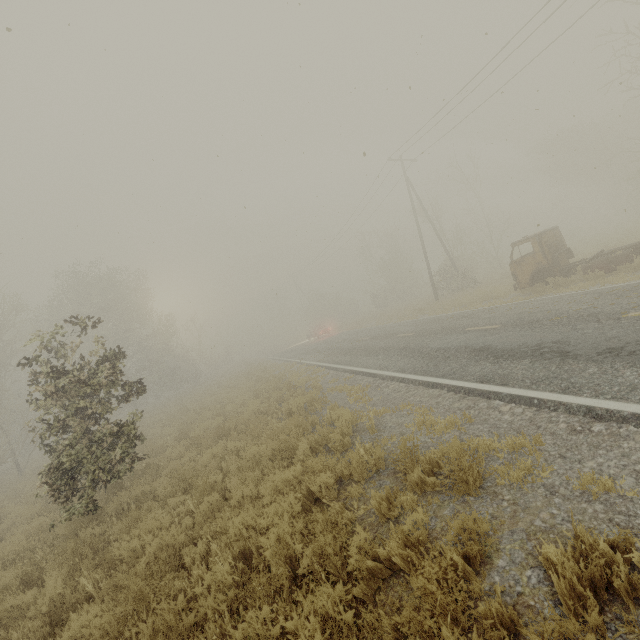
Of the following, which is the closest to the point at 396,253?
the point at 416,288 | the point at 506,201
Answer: the point at 416,288
